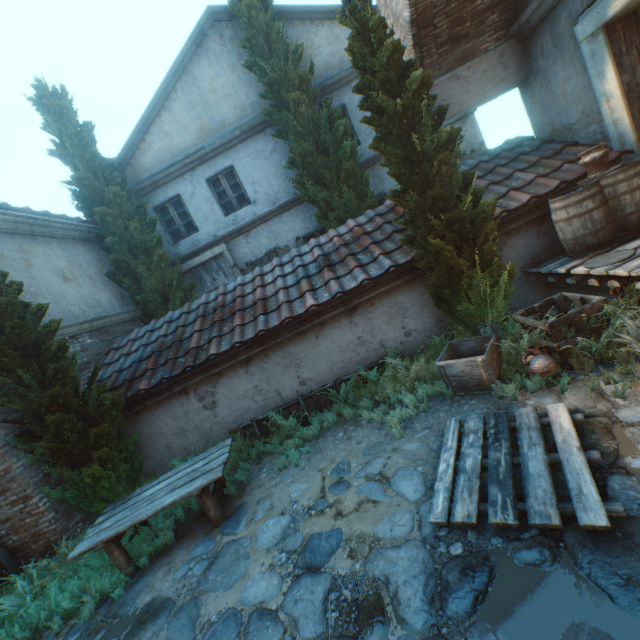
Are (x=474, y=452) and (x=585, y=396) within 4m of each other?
yes

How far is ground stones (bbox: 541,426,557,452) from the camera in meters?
3.2

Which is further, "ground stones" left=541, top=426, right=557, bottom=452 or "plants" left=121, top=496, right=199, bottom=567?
"plants" left=121, top=496, right=199, bottom=567

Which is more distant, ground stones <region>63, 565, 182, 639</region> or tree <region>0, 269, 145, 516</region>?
tree <region>0, 269, 145, 516</region>

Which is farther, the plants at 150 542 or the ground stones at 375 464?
the plants at 150 542

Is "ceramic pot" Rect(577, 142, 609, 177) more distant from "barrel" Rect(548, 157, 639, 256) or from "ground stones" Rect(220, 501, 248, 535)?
"ground stones" Rect(220, 501, 248, 535)

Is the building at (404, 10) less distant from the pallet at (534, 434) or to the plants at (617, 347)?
the pallet at (534, 434)

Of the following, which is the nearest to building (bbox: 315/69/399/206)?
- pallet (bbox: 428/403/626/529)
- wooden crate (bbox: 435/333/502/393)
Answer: wooden crate (bbox: 435/333/502/393)
